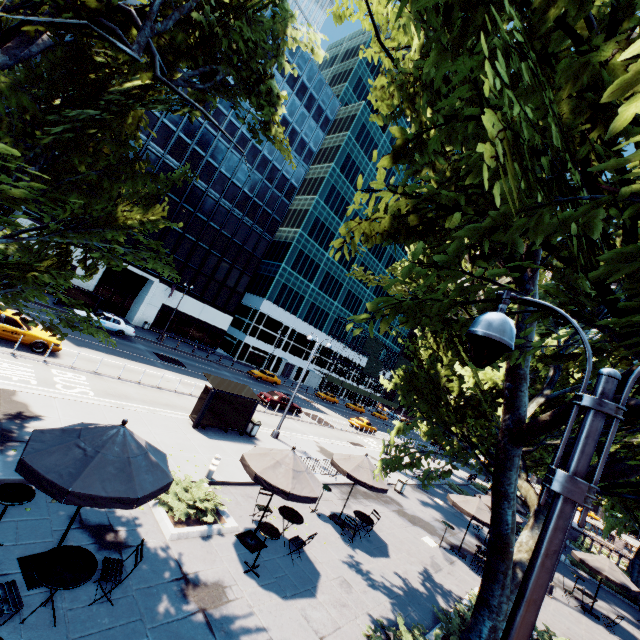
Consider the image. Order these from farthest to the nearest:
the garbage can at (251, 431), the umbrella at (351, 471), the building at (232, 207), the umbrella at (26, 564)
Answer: the building at (232, 207) < the garbage can at (251, 431) < the umbrella at (351, 471) < the umbrella at (26, 564)

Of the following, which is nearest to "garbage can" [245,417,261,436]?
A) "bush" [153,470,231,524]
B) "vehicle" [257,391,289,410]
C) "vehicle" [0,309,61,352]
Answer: "bush" [153,470,231,524]

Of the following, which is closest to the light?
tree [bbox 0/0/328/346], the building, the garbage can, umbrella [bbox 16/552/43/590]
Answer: tree [bbox 0/0/328/346]

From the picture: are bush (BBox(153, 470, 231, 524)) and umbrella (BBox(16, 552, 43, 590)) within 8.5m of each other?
yes

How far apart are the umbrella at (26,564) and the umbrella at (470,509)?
16.31m

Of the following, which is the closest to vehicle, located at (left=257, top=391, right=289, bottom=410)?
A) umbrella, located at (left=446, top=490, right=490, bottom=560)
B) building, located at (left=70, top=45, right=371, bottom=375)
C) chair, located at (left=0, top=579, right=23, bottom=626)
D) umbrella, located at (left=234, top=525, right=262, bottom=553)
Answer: umbrella, located at (left=446, top=490, right=490, bottom=560)

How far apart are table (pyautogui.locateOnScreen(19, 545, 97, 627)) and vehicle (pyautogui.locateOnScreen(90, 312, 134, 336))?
27.1m

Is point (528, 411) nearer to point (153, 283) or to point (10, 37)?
point (10, 37)
